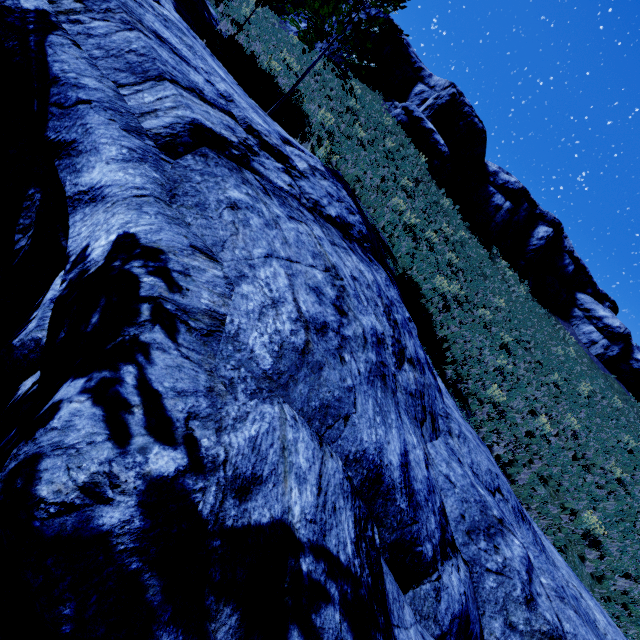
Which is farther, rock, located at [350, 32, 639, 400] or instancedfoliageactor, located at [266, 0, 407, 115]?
rock, located at [350, 32, 639, 400]

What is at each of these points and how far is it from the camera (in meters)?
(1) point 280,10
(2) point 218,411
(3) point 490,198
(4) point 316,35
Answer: (1) rock, 27.30
(2) rock, 1.97
(3) rock, 27.48
(4) instancedfoliageactor, 9.78

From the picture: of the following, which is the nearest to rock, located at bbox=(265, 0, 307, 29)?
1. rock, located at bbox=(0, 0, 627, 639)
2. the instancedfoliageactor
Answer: the instancedfoliageactor

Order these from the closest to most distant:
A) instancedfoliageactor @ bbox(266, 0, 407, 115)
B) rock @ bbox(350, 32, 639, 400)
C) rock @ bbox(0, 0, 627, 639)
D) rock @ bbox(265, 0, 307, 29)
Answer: rock @ bbox(0, 0, 627, 639)
instancedfoliageactor @ bbox(266, 0, 407, 115)
rock @ bbox(350, 32, 639, 400)
rock @ bbox(265, 0, 307, 29)

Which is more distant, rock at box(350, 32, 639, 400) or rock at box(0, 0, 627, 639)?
Result: rock at box(350, 32, 639, 400)

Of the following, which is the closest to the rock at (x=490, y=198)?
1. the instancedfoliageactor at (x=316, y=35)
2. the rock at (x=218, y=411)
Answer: the instancedfoliageactor at (x=316, y=35)

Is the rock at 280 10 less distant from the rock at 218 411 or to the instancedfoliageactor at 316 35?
the instancedfoliageactor at 316 35
